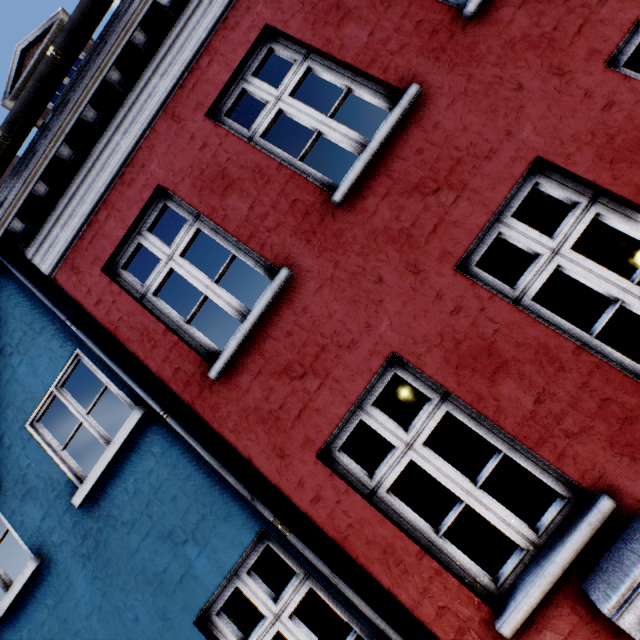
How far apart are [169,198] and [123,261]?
0.9 meters
